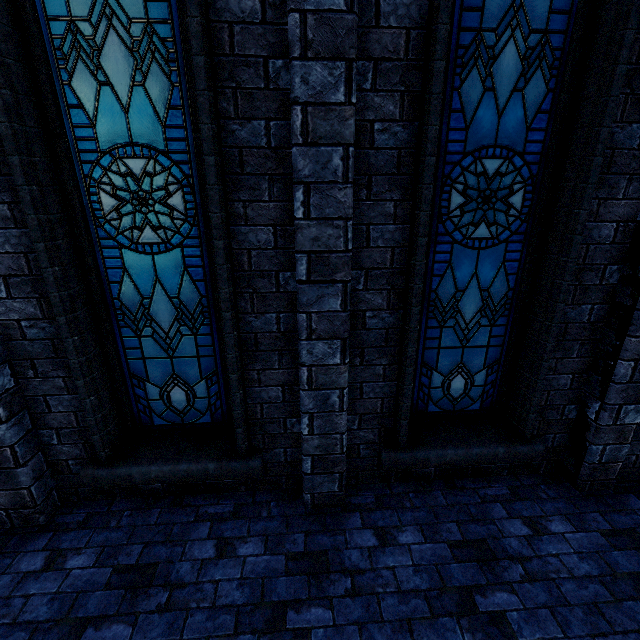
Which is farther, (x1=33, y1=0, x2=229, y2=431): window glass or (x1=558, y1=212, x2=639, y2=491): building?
(x1=558, y1=212, x2=639, y2=491): building

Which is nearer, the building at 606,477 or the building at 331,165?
the building at 331,165

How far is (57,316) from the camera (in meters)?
2.64

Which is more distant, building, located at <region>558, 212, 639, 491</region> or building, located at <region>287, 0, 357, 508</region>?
building, located at <region>558, 212, 639, 491</region>

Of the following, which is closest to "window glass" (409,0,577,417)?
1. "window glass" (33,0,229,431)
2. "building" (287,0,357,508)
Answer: "building" (287,0,357,508)
